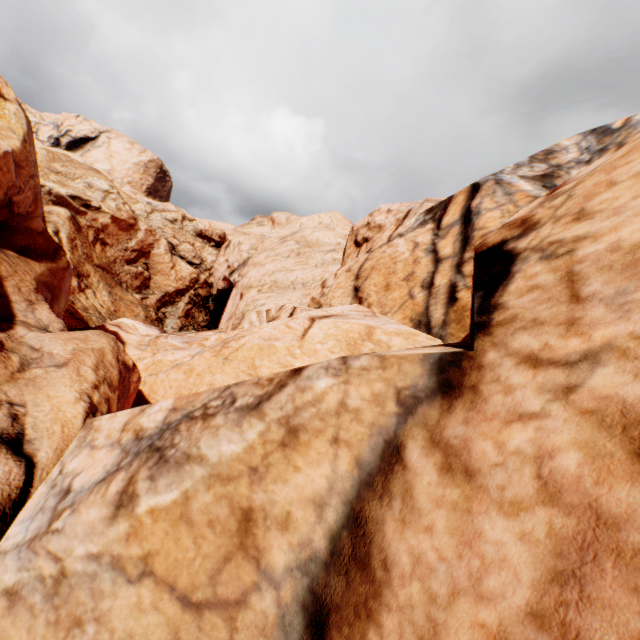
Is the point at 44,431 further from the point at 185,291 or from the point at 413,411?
the point at 185,291
